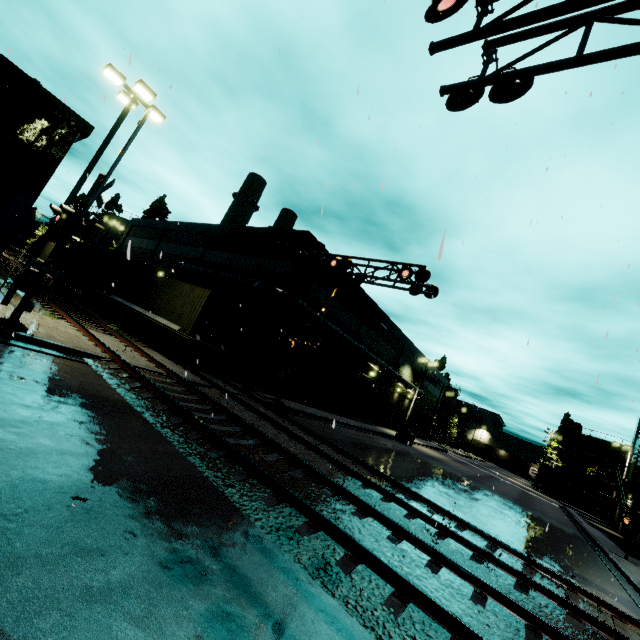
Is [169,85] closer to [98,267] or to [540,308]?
[540,308]

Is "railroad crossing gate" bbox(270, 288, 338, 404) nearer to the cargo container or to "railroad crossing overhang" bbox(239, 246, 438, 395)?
"railroad crossing overhang" bbox(239, 246, 438, 395)

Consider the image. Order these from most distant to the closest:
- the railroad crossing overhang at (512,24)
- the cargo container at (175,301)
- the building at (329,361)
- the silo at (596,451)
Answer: the silo at (596,451) → the building at (329,361) → the cargo container at (175,301) → the railroad crossing overhang at (512,24)

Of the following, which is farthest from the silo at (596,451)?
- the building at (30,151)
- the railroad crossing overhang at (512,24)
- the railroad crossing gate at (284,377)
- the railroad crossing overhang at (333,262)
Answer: the railroad crossing overhang at (512,24)

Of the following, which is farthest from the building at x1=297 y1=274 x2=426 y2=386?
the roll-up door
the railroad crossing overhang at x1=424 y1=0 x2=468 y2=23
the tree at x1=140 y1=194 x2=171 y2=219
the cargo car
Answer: the railroad crossing overhang at x1=424 y1=0 x2=468 y2=23

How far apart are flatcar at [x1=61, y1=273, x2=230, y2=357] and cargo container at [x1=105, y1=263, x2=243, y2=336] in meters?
0.0 m

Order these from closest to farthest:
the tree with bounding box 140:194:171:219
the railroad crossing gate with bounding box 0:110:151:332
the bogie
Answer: the railroad crossing gate with bounding box 0:110:151:332
the bogie
the tree with bounding box 140:194:171:219

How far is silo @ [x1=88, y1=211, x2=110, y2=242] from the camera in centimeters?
4678cm
